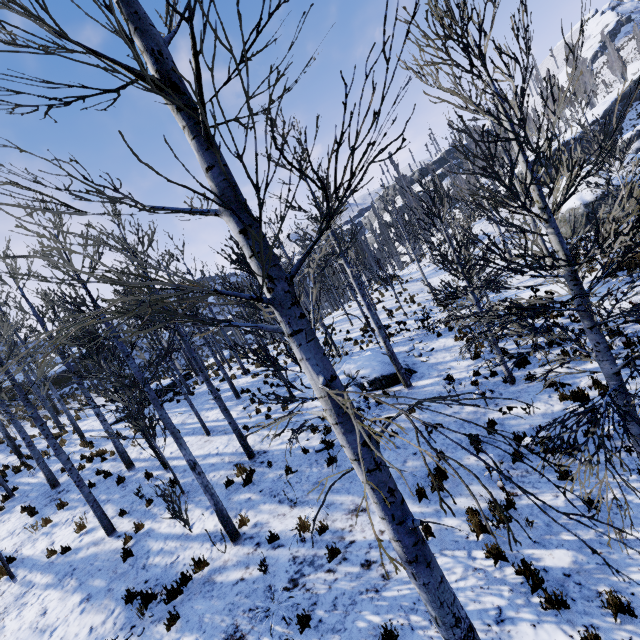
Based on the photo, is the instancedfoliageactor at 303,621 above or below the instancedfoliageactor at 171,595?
below

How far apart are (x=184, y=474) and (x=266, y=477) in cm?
364

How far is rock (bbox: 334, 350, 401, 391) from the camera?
12.2 meters

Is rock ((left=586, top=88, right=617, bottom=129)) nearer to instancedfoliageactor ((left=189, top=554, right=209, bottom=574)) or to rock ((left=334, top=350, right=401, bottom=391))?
instancedfoliageactor ((left=189, top=554, right=209, bottom=574))

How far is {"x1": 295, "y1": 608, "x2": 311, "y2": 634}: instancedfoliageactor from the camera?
4.97m

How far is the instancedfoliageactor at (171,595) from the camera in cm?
637

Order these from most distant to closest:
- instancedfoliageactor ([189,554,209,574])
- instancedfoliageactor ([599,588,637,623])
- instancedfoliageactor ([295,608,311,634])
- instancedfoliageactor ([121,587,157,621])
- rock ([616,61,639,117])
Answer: rock ([616,61,639,117]), instancedfoliageactor ([189,554,209,574]), instancedfoliageactor ([121,587,157,621]), instancedfoliageactor ([295,608,311,634]), instancedfoliageactor ([599,588,637,623])
